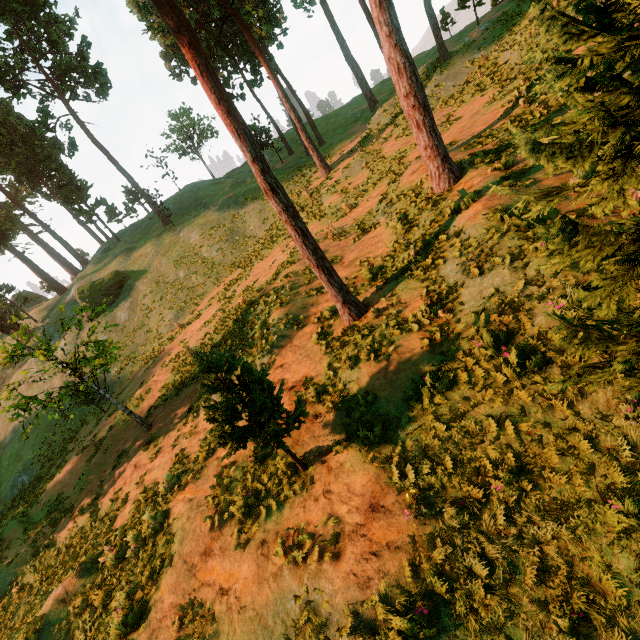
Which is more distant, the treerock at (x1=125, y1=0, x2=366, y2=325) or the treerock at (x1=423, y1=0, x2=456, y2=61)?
the treerock at (x1=423, y1=0, x2=456, y2=61)

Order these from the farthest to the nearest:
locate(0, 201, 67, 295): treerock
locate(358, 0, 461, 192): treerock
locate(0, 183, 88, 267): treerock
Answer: locate(0, 183, 88, 267): treerock
locate(0, 201, 67, 295): treerock
locate(358, 0, 461, 192): treerock

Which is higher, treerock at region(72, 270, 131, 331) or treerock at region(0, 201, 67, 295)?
treerock at region(0, 201, 67, 295)

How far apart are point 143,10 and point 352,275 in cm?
2404

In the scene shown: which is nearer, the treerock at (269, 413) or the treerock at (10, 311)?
the treerock at (269, 413)
